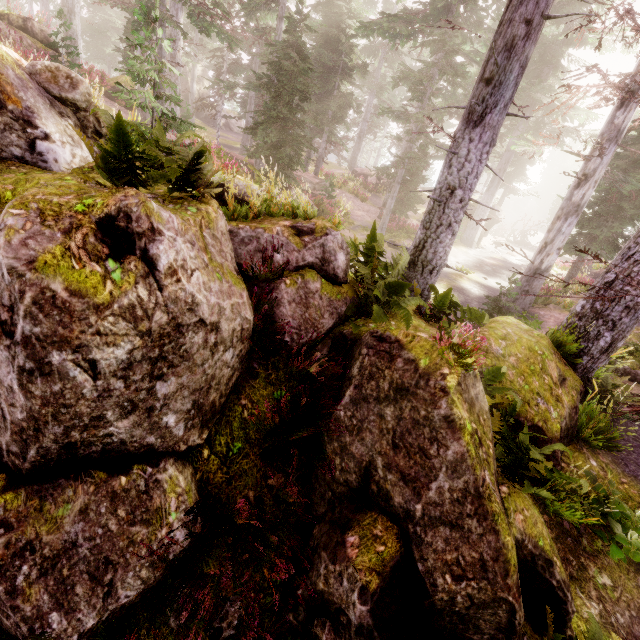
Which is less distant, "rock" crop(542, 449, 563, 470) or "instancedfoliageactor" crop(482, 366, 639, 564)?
"instancedfoliageactor" crop(482, 366, 639, 564)

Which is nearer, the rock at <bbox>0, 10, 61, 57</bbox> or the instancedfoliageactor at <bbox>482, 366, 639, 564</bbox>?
the instancedfoliageactor at <bbox>482, 366, 639, 564</bbox>

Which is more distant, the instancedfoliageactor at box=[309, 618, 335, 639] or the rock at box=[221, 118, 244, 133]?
the rock at box=[221, 118, 244, 133]

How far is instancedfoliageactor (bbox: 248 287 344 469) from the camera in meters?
4.3

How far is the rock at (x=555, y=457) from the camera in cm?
545

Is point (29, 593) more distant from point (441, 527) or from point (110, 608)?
point (441, 527)

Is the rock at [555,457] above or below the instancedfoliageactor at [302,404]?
below

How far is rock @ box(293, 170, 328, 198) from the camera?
22.5 meters
